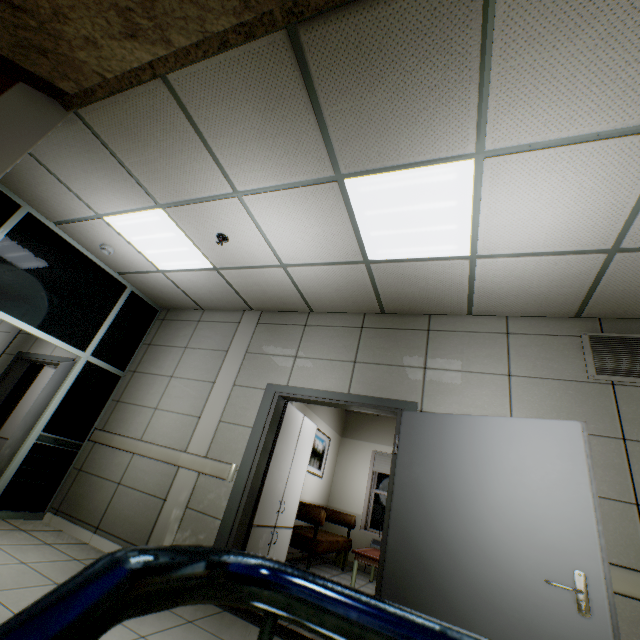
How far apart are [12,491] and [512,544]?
5.4 meters

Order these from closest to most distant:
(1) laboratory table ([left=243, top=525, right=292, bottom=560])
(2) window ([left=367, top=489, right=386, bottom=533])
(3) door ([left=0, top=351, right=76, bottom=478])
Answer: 1. (1) laboratory table ([left=243, top=525, right=292, bottom=560])
2. (3) door ([left=0, top=351, right=76, bottom=478])
3. (2) window ([left=367, top=489, right=386, bottom=533])

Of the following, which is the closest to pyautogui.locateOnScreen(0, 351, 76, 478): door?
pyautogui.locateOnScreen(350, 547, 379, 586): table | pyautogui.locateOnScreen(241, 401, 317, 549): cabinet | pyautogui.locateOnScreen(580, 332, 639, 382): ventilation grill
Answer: pyautogui.locateOnScreen(241, 401, 317, 549): cabinet

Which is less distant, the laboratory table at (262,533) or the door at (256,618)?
the door at (256,618)

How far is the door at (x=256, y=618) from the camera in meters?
2.9

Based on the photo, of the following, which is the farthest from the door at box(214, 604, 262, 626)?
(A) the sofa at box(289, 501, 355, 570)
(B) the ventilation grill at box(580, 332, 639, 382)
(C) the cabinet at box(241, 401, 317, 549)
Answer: (A) the sofa at box(289, 501, 355, 570)

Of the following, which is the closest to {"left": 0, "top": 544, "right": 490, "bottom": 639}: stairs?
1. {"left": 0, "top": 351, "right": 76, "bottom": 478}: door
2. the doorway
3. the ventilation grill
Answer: the doorway

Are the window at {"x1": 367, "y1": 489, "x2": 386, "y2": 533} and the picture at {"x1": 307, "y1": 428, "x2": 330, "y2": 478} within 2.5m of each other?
yes
